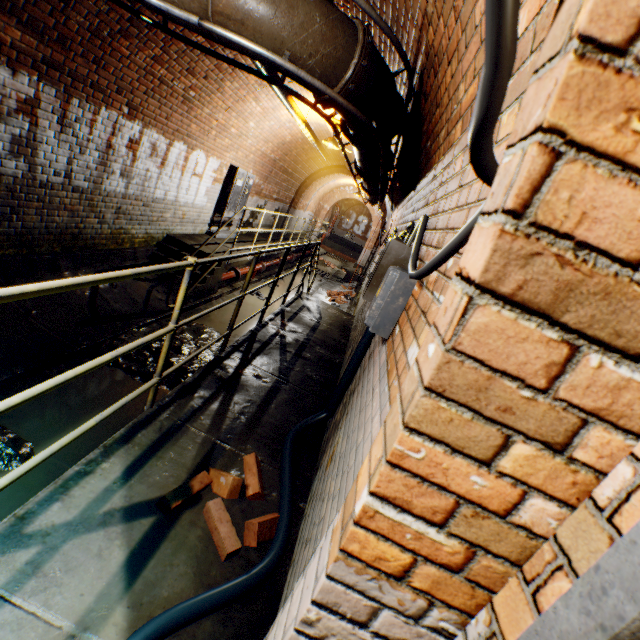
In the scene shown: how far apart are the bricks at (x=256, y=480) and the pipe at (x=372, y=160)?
3.00m

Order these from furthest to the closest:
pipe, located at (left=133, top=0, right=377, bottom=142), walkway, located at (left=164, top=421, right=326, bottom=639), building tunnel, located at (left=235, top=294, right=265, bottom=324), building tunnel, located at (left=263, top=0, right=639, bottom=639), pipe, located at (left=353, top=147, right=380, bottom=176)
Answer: building tunnel, located at (left=235, top=294, right=265, bottom=324) < pipe, located at (left=353, top=147, right=380, bottom=176) < pipe, located at (left=133, top=0, right=377, bottom=142) < walkway, located at (left=164, top=421, right=326, bottom=639) < building tunnel, located at (left=263, top=0, right=639, bottom=639)

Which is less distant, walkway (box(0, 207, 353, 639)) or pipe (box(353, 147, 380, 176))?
walkway (box(0, 207, 353, 639))

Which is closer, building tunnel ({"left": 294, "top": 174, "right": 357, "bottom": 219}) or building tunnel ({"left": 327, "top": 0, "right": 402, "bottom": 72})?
building tunnel ({"left": 327, "top": 0, "right": 402, "bottom": 72})

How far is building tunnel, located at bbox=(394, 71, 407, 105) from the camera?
3.1 meters

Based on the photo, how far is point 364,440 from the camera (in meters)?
1.49

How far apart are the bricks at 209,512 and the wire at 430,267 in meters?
1.6 m

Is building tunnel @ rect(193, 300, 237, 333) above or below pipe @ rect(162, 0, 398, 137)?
below
